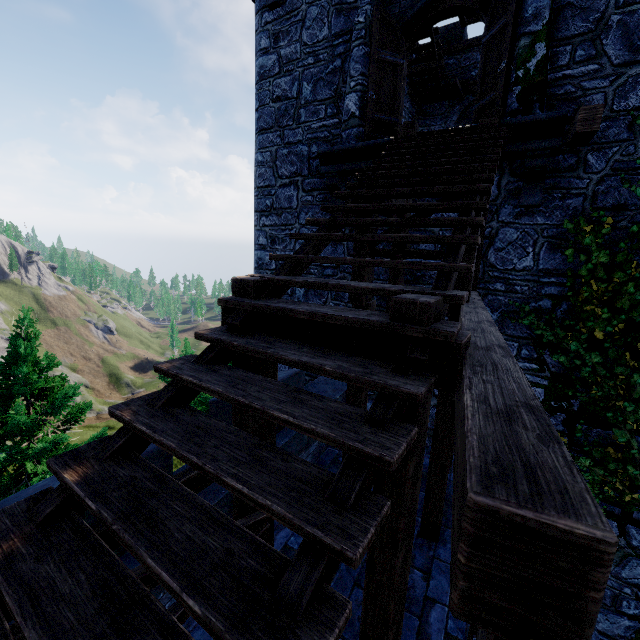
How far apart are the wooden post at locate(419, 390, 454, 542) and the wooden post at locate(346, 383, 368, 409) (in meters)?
1.08

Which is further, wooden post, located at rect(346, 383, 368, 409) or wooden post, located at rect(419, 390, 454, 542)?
wooden post, located at rect(346, 383, 368, 409)

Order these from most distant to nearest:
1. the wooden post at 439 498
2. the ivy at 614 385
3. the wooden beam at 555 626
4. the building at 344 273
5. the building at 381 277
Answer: the building at 344 273 < the building at 381 277 < the ivy at 614 385 < the wooden post at 439 498 < the wooden beam at 555 626

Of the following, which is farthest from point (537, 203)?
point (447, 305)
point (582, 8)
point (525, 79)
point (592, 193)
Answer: point (447, 305)

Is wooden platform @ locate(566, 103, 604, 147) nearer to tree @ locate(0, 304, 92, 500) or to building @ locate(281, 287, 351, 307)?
building @ locate(281, 287, 351, 307)

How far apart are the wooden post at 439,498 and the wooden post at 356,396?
1.1m

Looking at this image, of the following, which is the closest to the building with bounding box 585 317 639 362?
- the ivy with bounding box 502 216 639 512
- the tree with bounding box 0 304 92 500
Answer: the ivy with bounding box 502 216 639 512

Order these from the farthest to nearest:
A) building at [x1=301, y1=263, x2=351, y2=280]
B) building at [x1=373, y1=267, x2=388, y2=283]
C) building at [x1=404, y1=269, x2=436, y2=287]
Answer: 1. building at [x1=301, y1=263, x2=351, y2=280]
2. building at [x1=373, y1=267, x2=388, y2=283]
3. building at [x1=404, y1=269, x2=436, y2=287]
